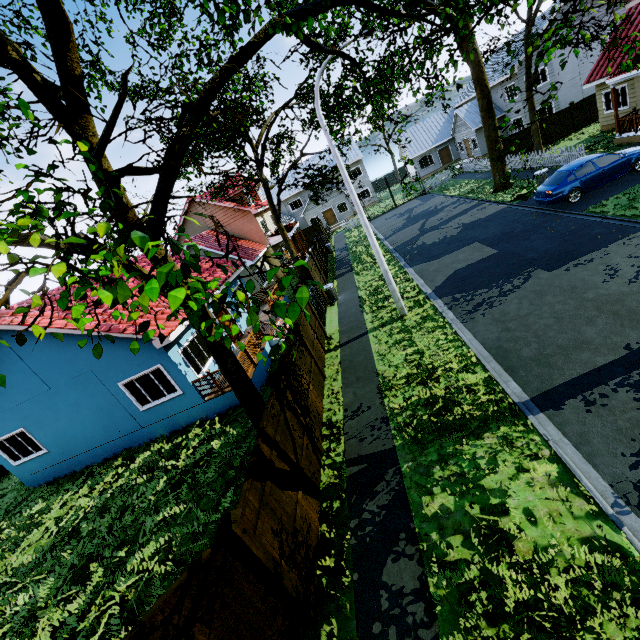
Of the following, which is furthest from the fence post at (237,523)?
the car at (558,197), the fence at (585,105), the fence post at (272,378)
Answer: the car at (558,197)

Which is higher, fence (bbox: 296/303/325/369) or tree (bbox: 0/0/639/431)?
tree (bbox: 0/0/639/431)

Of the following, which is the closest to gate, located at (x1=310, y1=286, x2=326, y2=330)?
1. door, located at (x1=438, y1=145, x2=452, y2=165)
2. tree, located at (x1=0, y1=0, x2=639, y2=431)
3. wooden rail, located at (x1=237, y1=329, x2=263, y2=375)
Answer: wooden rail, located at (x1=237, y1=329, x2=263, y2=375)

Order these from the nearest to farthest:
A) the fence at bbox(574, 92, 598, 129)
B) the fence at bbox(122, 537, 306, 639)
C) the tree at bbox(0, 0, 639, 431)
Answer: the tree at bbox(0, 0, 639, 431), the fence at bbox(122, 537, 306, 639), the fence at bbox(574, 92, 598, 129)

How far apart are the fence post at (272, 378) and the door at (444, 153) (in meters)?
44.92

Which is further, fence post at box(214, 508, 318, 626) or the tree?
fence post at box(214, 508, 318, 626)

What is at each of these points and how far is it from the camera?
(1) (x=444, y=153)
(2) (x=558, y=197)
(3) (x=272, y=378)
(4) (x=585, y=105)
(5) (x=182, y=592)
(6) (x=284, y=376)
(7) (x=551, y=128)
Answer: (1) door, 42.2m
(2) car, 14.5m
(3) fence post, 7.1m
(4) fence, 25.3m
(5) fence, 3.9m
(6) fence, 7.9m
(7) fence, 26.0m

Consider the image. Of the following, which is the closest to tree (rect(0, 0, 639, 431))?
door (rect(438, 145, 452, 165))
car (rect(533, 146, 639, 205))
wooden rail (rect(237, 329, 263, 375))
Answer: wooden rail (rect(237, 329, 263, 375))
